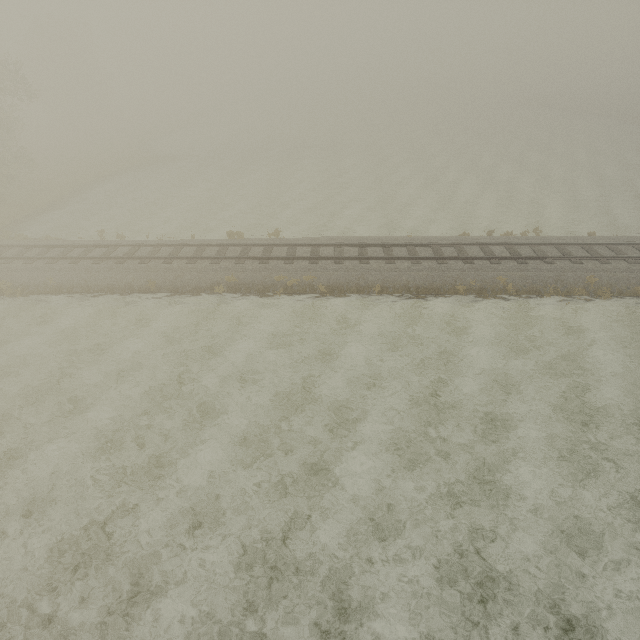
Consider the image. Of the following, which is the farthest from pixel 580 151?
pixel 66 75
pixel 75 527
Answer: pixel 66 75
